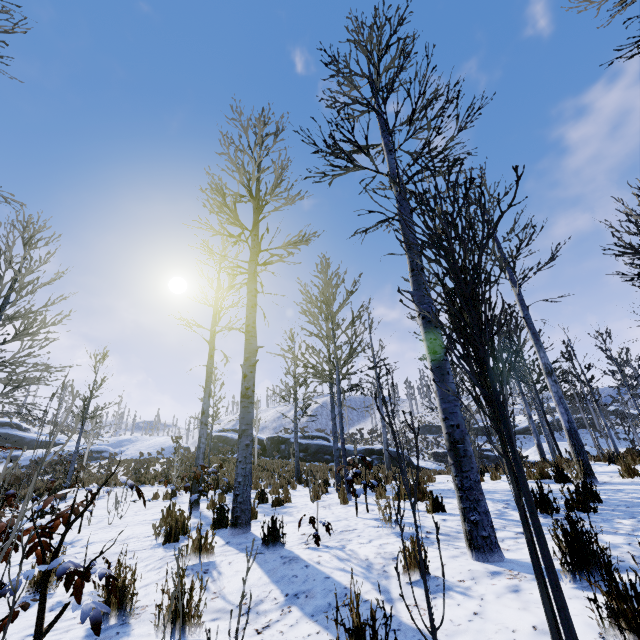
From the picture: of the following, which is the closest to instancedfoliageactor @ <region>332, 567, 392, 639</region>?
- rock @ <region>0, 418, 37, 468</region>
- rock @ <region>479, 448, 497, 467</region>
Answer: rock @ <region>479, 448, 497, 467</region>

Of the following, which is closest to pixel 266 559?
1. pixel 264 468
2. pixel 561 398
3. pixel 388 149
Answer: pixel 388 149

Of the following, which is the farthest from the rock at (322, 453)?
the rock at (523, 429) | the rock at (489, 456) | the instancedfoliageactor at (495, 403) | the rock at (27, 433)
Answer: the rock at (523, 429)

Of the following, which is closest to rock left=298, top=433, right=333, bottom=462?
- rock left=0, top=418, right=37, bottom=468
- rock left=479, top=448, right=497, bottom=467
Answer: rock left=479, top=448, right=497, bottom=467

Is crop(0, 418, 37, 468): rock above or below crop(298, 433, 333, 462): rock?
above

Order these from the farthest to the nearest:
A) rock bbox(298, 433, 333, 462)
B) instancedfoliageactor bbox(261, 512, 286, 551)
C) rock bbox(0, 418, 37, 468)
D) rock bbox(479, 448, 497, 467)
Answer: rock bbox(479, 448, 497, 467)
rock bbox(0, 418, 37, 468)
rock bbox(298, 433, 333, 462)
instancedfoliageactor bbox(261, 512, 286, 551)

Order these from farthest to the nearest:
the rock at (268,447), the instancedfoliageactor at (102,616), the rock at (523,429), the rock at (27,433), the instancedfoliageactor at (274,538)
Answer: the rock at (523,429) → the rock at (27,433) → the rock at (268,447) → the instancedfoliageactor at (274,538) → the instancedfoliageactor at (102,616)
